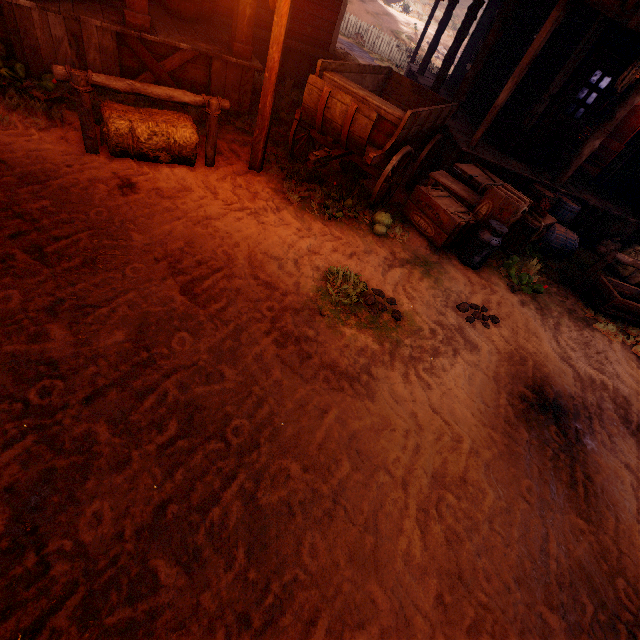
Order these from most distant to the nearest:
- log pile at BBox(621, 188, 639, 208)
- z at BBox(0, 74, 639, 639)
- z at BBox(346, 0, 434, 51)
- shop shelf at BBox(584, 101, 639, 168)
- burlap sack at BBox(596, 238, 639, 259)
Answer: z at BBox(346, 0, 434, 51) → shop shelf at BBox(584, 101, 639, 168) → log pile at BBox(621, 188, 639, 208) → burlap sack at BBox(596, 238, 639, 259) → z at BBox(0, 74, 639, 639)

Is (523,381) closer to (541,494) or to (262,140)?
(541,494)

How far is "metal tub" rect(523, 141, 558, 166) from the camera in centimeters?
754cm

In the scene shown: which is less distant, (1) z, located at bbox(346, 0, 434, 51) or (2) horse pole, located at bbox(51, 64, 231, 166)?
(2) horse pole, located at bbox(51, 64, 231, 166)

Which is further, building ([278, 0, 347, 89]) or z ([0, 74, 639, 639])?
building ([278, 0, 347, 89])

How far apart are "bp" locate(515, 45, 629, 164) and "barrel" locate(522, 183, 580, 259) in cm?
114

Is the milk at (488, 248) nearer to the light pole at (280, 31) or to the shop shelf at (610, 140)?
the light pole at (280, 31)

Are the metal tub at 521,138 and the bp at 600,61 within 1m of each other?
yes
